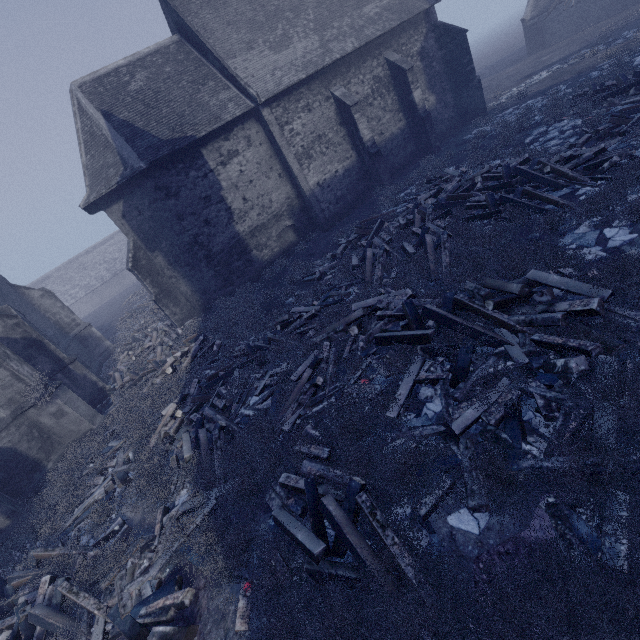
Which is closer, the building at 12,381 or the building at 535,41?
the building at 12,381

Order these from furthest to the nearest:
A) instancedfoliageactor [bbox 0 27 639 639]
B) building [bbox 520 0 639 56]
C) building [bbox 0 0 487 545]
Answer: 1. building [bbox 520 0 639 56]
2. building [bbox 0 0 487 545]
3. instancedfoliageactor [bbox 0 27 639 639]

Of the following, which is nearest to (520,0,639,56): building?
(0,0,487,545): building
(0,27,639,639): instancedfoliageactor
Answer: (0,0,487,545): building

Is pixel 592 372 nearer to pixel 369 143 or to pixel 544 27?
pixel 369 143

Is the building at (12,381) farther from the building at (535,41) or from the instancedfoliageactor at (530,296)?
the building at (535,41)

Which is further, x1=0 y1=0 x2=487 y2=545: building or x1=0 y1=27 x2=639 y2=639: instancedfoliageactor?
x1=0 y1=0 x2=487 y2=545: building

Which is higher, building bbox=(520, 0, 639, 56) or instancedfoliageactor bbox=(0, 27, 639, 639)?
building bbox=(520, 0, 639, 56)

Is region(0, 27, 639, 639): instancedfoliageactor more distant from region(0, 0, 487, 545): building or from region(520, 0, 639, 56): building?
region(520, 0, 639, 56): building
